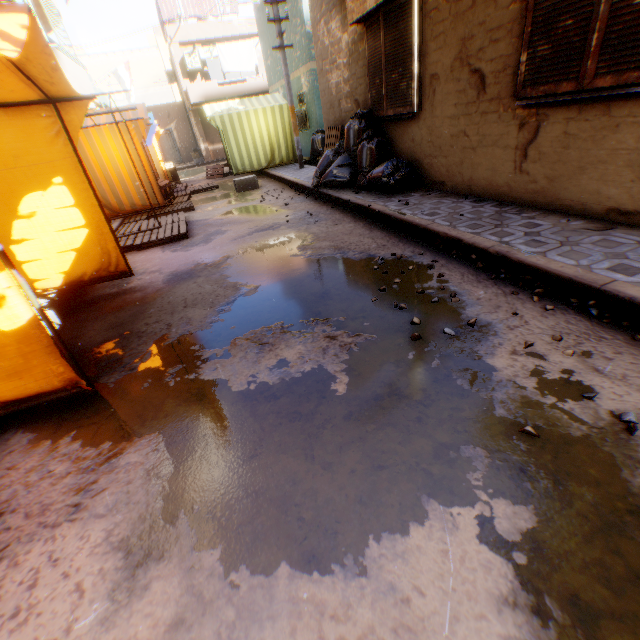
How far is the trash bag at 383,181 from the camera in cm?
605

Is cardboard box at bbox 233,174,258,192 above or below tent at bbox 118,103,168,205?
below

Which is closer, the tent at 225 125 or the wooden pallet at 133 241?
the wooden pallet at 133 241

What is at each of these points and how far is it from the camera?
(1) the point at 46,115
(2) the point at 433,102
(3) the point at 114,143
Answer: (1) tent, 3.6 meters
(2) building, 5.3 meters
(3) tent, 8.2 meters

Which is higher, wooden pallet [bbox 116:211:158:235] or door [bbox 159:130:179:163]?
door [bbox 159:130:179:163]

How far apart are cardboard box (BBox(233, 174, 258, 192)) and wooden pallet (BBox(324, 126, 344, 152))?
1.80m

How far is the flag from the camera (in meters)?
15.88

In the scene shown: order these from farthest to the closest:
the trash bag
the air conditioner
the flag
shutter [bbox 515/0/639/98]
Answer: the air conditioner < the flag < the trash bag < shutter [bbox 515/0/639/98]
